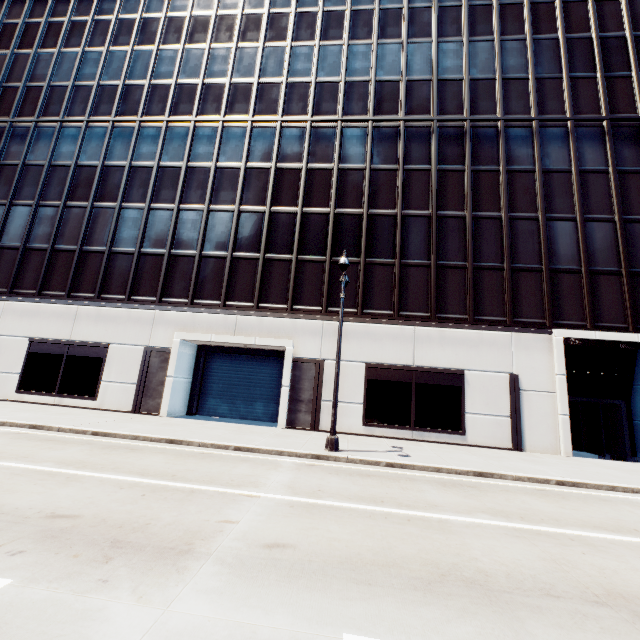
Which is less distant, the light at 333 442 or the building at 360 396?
the light at 333 442

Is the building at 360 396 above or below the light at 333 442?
Result: above

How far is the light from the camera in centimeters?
1157cm

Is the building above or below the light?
above

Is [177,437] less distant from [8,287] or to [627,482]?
[627,482]

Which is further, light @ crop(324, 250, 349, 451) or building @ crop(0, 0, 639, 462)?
building @ crop(0, 0, 639, 462)
